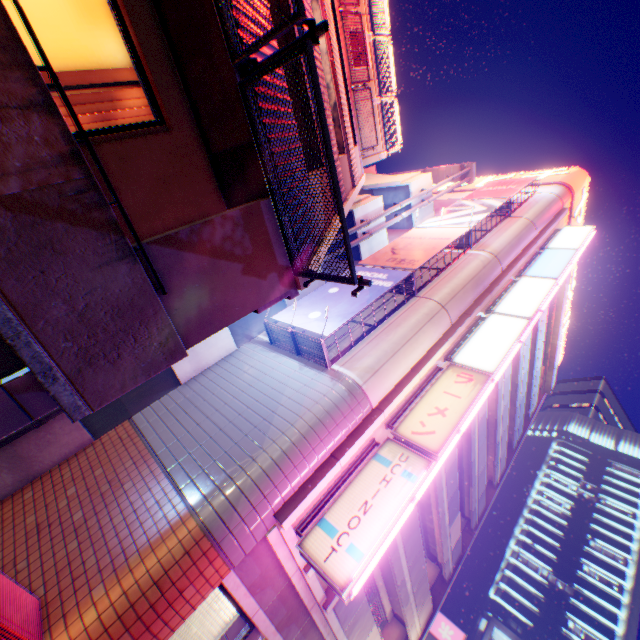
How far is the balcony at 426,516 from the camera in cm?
1453

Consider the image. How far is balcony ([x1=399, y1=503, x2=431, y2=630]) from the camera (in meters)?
11.35

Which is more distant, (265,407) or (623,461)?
(623,461)

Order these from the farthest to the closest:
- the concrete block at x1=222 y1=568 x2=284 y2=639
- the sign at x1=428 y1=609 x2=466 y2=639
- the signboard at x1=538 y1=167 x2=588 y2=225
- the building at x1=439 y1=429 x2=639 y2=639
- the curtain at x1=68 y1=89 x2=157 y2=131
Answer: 1. the building at x1=439 y1=429 x2=639 y2=639
2. the sign at x1=428 y1=609 x2=466 y2=639
3. the signboard at x1=538 y1=167 x2=588 y2=225
4. the concrete block at x1=222 y1=568 x2=284 y2=639
5. the curtain at x1=68 y1=89 x2=157 y2=131

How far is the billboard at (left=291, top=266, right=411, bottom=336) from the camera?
9.3m

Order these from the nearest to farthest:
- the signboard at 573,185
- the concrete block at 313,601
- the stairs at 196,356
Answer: the concrete block at 313,601
the stairs at 196,356
the signboard at 573,185

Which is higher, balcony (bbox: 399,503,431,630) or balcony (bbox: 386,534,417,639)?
balcony (bbox: 399,503,431,630)

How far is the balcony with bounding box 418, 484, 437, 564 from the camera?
14.5 meters
